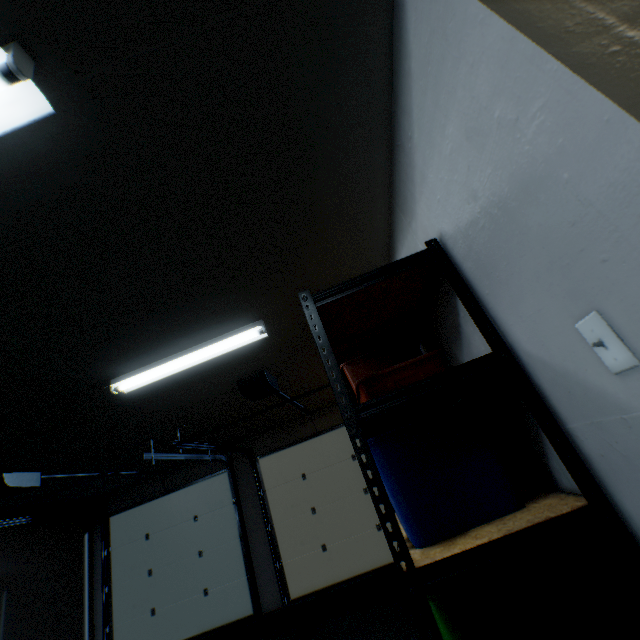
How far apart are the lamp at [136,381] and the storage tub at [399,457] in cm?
117

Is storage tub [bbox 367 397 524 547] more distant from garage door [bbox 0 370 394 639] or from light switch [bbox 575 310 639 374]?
garage door [bbox 0 370 394 639]

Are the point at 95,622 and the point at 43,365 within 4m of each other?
no

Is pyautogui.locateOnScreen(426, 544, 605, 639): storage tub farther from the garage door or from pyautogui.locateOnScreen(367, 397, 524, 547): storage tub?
the garage door

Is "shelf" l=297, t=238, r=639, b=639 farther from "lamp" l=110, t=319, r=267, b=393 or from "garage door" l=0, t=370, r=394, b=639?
"garage door" l=0, t=370, r=394, b=639

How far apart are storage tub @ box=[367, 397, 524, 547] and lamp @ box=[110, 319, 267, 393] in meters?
1.2 m

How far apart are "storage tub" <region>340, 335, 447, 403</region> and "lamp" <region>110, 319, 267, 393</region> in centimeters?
97cm

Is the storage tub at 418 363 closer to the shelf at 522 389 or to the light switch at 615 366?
the shelf at 522 389
